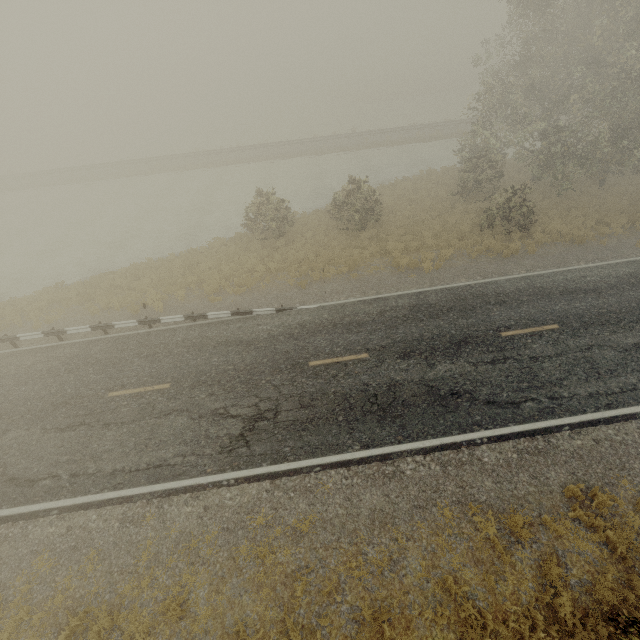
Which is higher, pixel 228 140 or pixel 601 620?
pixel 601 620
